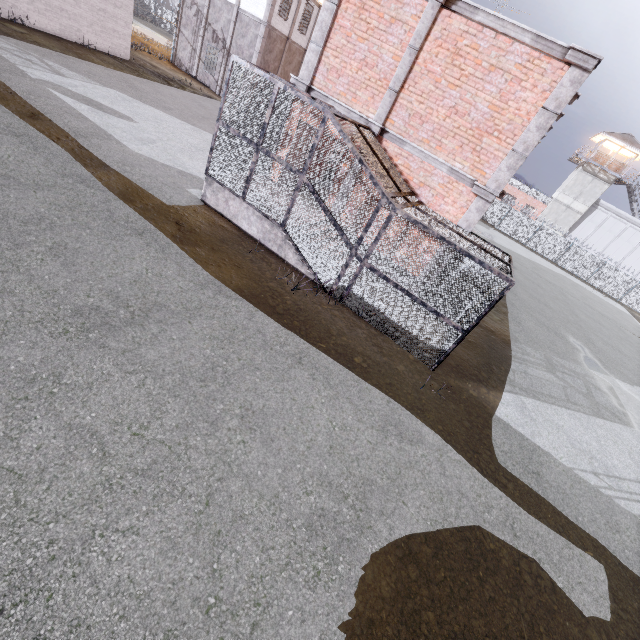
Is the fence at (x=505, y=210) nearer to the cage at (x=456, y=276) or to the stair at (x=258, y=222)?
the cage at (x=456, y=276)

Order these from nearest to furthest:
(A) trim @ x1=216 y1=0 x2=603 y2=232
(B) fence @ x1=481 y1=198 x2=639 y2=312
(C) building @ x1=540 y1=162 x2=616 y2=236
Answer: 1. (A) trim @ x1=216 y1=0 x2=603 y2=232
2. (B) fence @ x1=481 y1=198 x2=639 y2=312
3. (C) building @ x1=540 y1=162 x2=616 y2=236

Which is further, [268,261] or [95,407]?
[268,261]

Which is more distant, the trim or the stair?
the stair

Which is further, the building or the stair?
the building

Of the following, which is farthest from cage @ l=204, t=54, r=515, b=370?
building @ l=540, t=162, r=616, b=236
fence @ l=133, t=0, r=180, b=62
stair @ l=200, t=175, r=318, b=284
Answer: building @ l=540, t=162, r=616, b=236

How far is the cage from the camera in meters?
7.4

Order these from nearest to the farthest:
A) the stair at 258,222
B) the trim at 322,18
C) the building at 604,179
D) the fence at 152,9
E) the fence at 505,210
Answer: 1. the trim at 322,18
2. the stair at 258,222
3. the fence at 152,9
4. the fence at 505,210
5. the building at 604,179
